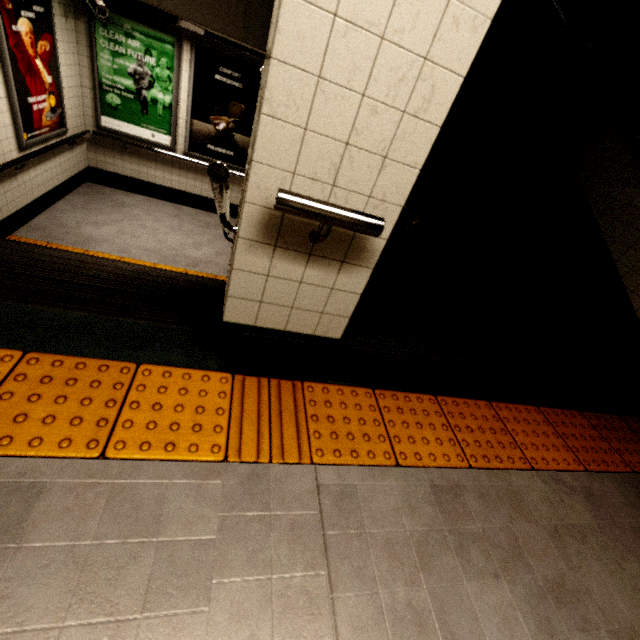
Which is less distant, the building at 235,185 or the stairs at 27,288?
the stairs at 27,288

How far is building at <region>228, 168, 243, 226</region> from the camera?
6.5m

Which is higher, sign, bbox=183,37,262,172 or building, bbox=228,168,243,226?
sign, bbox=183,37,262,172

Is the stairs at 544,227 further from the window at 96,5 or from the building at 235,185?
the window at 96,5

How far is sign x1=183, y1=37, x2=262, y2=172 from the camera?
5.38m

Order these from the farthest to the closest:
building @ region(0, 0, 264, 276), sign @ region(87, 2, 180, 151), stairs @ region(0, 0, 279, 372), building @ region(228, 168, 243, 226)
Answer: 1. building @ region(228, 168, 243, 226)
2. sign @ region(87, 2, 180, 151)
3. building @ region(0, 0, 264, 276)
4. stairs @ region(0, 0, 279, 372)

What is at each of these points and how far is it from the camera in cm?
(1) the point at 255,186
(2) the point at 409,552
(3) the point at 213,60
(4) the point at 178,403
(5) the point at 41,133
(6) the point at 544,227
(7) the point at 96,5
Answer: (1) building, 115
(2) building, 131
(3) sign, 537
(4) groundtactileadastrip, 149
(5) sign, 452
(6) stairs, 328
(7) window, 442

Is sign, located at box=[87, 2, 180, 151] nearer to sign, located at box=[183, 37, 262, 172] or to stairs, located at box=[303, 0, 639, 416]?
sign, located at box=[183, 37, 262, 172]
